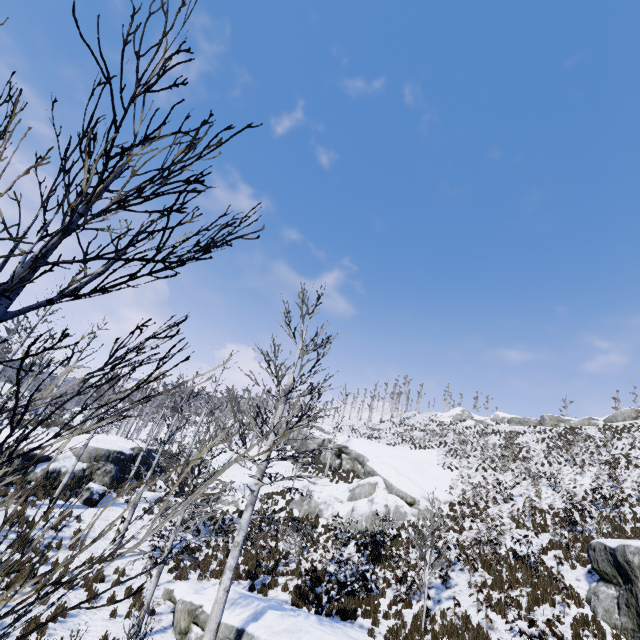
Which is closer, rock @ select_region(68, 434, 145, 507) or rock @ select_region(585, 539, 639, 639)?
rock @ select_region(585, 539, 639, 639)

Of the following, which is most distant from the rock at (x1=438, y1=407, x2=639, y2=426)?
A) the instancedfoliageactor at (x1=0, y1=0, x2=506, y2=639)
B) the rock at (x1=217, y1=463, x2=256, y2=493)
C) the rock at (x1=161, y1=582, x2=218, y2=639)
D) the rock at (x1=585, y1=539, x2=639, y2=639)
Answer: the instancedfoliageactor at (x1=0, y1=0, x2=506, y2=639)

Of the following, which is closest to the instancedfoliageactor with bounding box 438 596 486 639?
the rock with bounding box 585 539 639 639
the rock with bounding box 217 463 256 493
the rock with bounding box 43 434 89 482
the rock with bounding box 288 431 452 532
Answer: the rock with bounding box 585 539 639 639

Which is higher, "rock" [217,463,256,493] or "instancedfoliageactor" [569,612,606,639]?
"rock" [217,463,256,493]

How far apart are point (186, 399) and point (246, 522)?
36.50m

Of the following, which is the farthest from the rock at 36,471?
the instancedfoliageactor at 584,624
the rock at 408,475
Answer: the instancedfoliageactor at 584,624

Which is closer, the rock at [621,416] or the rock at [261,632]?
the rock at [261,632]

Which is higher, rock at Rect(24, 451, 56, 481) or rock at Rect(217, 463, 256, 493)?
rock at Rect(217, 463, 256, 493)
